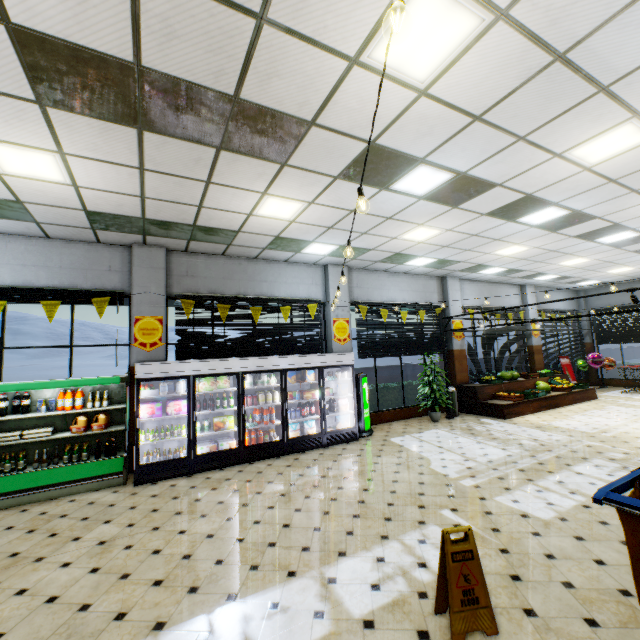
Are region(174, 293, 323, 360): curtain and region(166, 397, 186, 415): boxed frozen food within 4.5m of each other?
yes

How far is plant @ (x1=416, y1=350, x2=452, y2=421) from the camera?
9.88m

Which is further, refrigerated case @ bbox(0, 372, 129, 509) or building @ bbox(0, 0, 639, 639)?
refrigerated case @ bbox(0, 372, 129, 509)

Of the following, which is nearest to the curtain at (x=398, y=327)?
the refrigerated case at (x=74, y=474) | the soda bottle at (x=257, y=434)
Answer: the soda bottle at (x=257, y=434)

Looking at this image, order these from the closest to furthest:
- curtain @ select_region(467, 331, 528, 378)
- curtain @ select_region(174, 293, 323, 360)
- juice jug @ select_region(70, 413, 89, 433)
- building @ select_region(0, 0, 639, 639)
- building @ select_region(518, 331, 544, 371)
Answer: building @ select_region(0, 0, 639, 639)
juice jug @ select_region(70, 413, 89, 433)
curtain @ select_region(174, 293, 323, 360)
curtain @ select_region(467, 331, 528, 378)
building @ select_region(518, 331, 544, 371)

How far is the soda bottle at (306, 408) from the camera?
7.9 meters

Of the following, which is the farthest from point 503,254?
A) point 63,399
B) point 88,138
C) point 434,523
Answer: point 63,399

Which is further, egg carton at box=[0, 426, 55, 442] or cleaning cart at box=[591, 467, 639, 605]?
egg carton at box=[0, 426, 55, 442]
